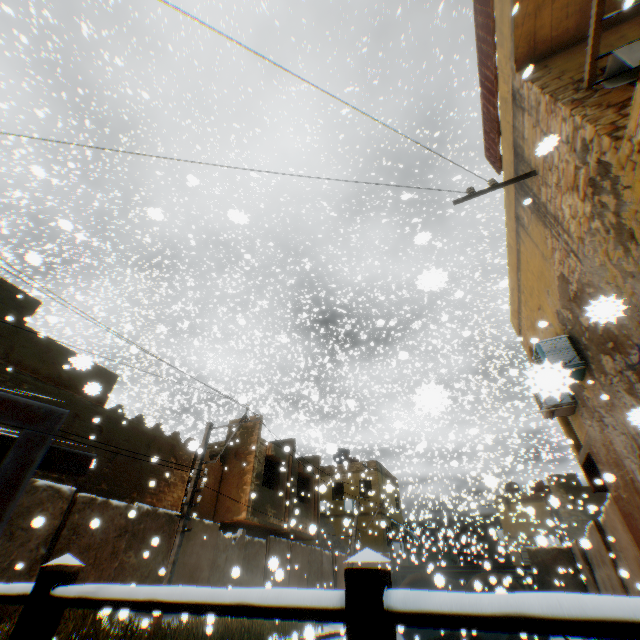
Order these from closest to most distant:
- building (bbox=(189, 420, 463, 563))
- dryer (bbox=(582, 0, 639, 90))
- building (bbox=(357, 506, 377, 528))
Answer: dryer (bbox=(582, 0, 639, 90)) < building (bbox=(189, 420, 463, 563)) < building (bbox=(357, 506, 377, 528))

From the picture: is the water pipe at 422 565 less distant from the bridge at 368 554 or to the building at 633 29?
the building at 633 29

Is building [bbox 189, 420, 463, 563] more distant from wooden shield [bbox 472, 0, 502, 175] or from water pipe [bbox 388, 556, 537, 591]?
water pipe [bbox 388, 556, 537, 591]

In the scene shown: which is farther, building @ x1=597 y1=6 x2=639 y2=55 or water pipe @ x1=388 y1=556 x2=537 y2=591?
water pipe @ x1=388 y1=556 x2=537 y2=591

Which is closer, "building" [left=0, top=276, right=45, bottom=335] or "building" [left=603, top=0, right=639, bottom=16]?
"building" [left=603, top=0, right=639, bottom=16]

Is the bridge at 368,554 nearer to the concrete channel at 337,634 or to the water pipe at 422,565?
the concrete channel at 337,634

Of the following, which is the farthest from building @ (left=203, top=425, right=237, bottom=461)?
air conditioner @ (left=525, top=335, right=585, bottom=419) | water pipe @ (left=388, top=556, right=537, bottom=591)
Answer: water pipe @ (left=388, top=556, right=537, bottom=591)

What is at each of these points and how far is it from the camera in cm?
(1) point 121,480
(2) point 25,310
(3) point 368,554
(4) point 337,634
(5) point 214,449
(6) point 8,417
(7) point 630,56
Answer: (1) building, 1212
(2) building, 1097
(3) bridge, 154
(4) concrete channel, 1435
(5) building, 1795
(6) steel platform, 168
(7) dryer, 445
